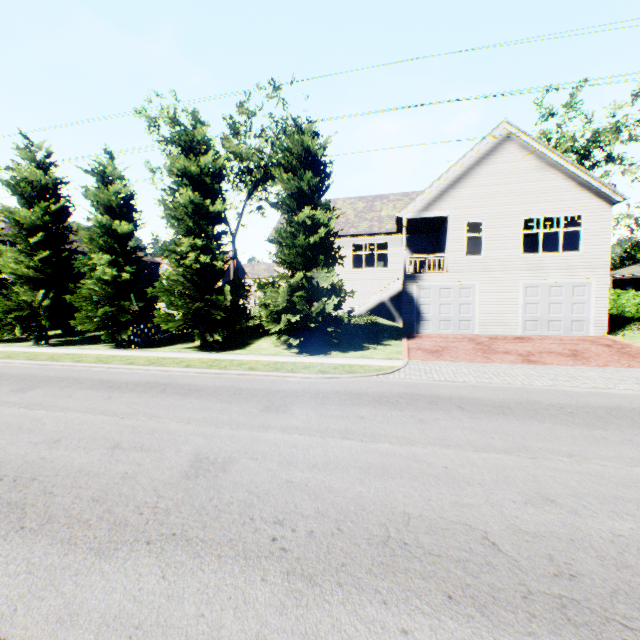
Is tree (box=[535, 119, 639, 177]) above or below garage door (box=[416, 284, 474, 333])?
above

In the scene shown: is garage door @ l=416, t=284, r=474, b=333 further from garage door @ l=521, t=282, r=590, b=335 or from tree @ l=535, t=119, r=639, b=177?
tree @ l=535, t=119, r=639, b=177

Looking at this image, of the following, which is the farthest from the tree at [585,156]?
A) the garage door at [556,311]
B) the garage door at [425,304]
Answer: the garage door at [425,304]

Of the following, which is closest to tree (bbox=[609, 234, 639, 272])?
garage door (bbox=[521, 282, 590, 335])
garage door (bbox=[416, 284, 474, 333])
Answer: garage door (bbox=[521, 282, 590, 335])

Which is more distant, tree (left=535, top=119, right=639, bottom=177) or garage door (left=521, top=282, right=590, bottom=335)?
tree (left=535, top=119, right=639, bottom=177)

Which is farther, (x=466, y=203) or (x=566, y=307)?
(x=466, y=203)

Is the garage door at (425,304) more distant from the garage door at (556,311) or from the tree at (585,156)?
the tree at (585,156)
